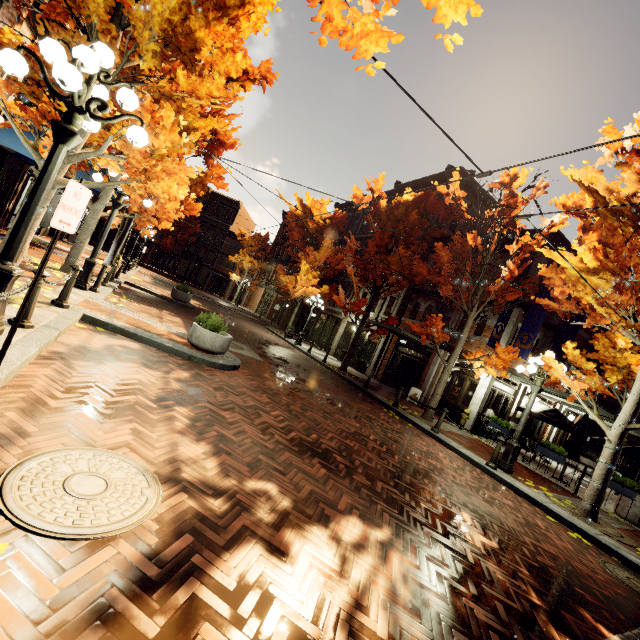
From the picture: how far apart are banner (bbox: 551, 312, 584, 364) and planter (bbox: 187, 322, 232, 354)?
14.9 meters

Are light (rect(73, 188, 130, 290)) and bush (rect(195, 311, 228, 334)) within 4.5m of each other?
yes

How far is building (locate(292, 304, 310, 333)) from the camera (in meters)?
30.94

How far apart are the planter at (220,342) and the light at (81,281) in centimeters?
343cm

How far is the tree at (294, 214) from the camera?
22.6 meters

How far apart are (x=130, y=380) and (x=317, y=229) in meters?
19.8

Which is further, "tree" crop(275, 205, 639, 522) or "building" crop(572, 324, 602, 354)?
"building" crop(572, 324, 602, 354)

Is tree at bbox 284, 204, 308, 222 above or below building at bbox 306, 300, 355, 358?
above
